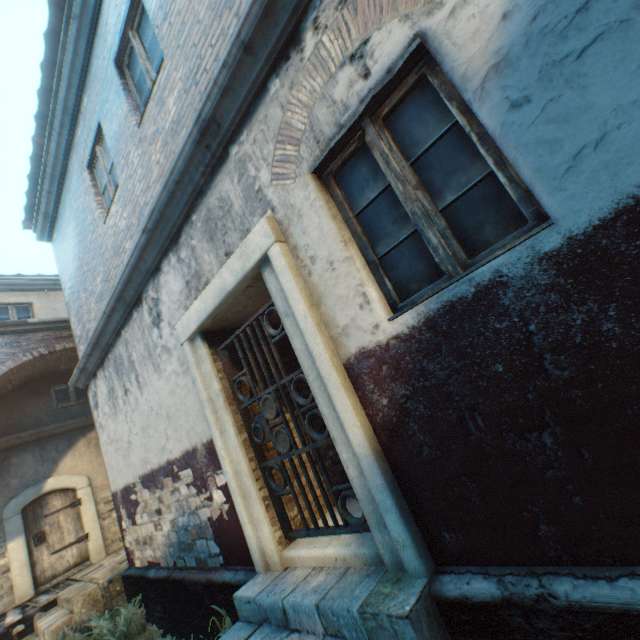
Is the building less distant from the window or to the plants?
the plants

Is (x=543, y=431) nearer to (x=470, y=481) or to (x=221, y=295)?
(x=470, y=481)

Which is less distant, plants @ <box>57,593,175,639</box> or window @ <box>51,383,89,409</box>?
plants @ <box>57,593,175,639</box>

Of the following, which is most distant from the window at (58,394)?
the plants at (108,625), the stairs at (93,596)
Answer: the plants at (108,625)

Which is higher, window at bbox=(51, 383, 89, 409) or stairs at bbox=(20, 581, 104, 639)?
window at bbox=(51, 383, 89, 409)

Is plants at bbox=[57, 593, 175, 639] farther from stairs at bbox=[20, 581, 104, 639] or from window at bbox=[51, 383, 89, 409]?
window at bbox=[51, 383, 89, 409]

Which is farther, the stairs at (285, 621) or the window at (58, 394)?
the window at (58, 394)

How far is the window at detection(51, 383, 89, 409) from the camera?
10.0 meters
